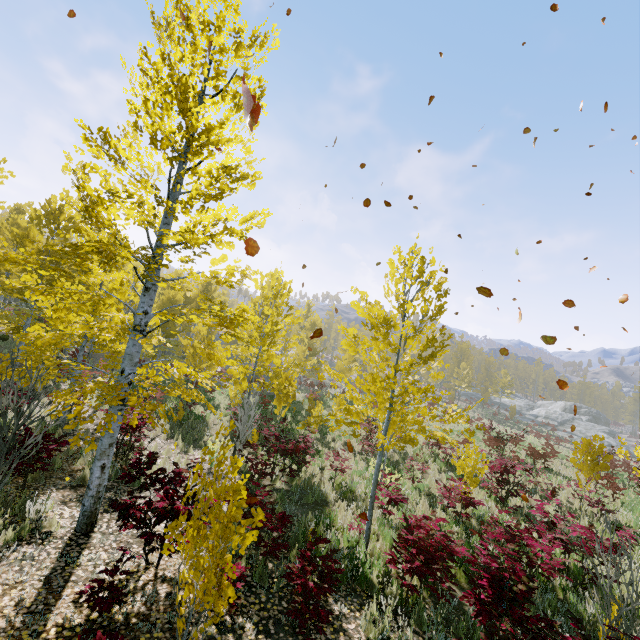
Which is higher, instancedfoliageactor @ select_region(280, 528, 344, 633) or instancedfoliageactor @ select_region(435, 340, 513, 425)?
instancedfoliageactor @ select_region(435, 340, 513, 425)

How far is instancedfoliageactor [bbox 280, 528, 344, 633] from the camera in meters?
4.2

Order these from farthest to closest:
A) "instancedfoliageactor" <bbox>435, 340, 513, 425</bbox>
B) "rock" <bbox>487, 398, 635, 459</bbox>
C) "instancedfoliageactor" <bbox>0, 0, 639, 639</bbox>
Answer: "rock" <bbox>487, 398, 635, 459</bbox>, "instancedfoliageactor" <bbox>435, 340, 513, 425</bbox>, "instancedfoliageactor" <bbox>0, 0, 639, 639</bbox>

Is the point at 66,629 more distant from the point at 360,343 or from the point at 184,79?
the point at 184,79

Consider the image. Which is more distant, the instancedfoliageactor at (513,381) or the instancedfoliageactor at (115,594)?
the instancedfoliageactor at (513,381)

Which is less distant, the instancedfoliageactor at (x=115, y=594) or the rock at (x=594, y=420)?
the instancedfoliageactor at (x=115, y=594)
